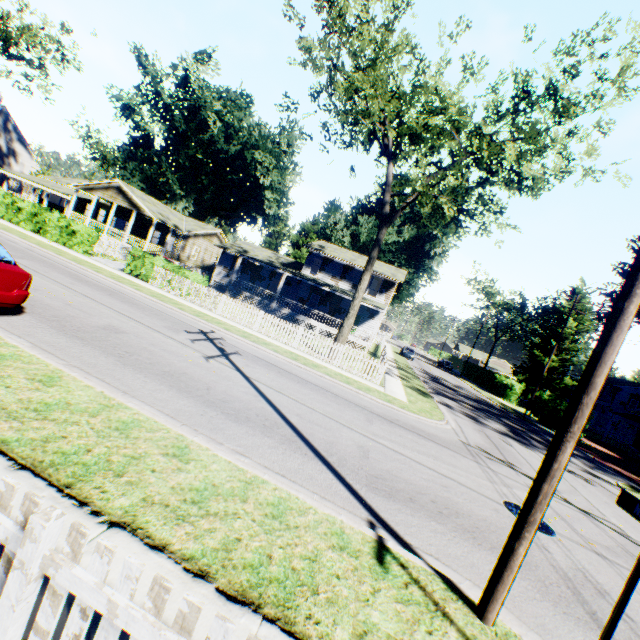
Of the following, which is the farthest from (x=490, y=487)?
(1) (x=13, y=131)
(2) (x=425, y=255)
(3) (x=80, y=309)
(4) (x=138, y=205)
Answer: (1) (x=13, y=131)

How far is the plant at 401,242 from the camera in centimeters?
4678cm

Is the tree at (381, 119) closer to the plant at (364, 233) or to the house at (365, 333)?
the house at (365, 333)

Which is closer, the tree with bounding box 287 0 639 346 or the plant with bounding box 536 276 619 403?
the tree with bounding box 287 0 639 346

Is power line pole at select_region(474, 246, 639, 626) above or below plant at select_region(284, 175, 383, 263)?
below

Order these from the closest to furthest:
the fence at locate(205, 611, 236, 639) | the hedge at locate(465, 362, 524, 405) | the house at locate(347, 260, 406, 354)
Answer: the fence at locate(205, 611, 236, 639) < the house at locate(347, 260, 406, 354) < the hedge at locate(465, 362, 524, 405)

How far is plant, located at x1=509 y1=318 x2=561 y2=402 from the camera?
42.41m

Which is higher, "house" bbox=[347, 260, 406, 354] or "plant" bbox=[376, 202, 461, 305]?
"plant" bbox=[376, 202, 461, 305]
